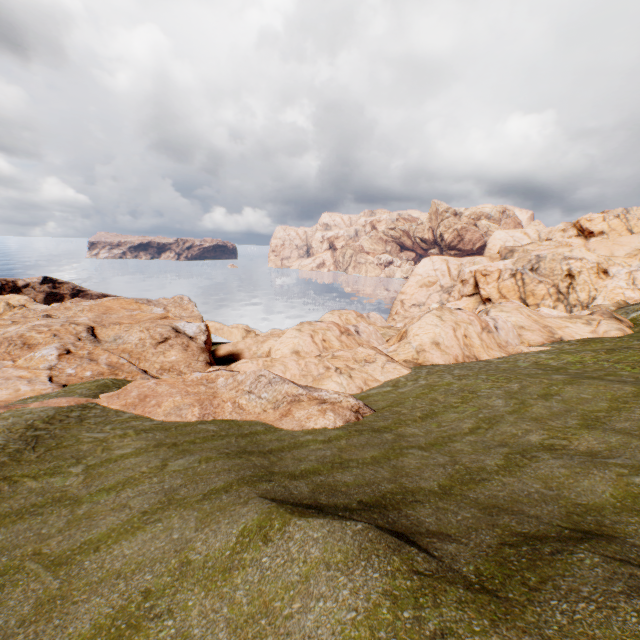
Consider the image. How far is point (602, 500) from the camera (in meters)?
8.29
